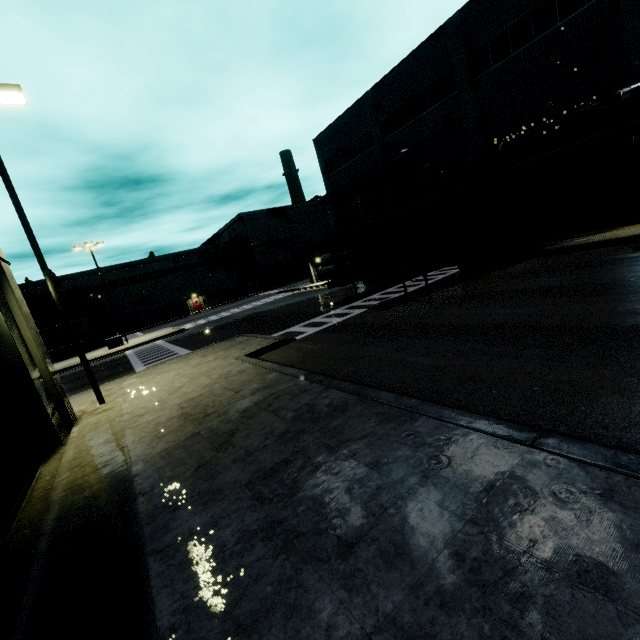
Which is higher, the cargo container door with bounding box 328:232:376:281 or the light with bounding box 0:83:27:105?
the light with bounding box 0:83:27:105

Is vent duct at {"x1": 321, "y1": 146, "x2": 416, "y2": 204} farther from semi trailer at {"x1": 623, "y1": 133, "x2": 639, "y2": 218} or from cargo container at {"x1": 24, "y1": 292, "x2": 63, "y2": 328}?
cargo container at {"x1": 24, "y1": 292, "x2": 63, "y2": 328}

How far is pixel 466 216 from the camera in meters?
15.5

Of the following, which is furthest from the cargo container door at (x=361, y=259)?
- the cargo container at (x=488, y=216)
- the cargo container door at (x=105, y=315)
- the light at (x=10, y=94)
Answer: the cargo container door at (x=105, y=315)

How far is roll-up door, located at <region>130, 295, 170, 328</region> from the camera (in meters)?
53.16

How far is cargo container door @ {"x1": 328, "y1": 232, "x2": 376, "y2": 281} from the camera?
14.04m

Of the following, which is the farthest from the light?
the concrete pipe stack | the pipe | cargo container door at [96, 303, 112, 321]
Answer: cargo container door at [96, 303, 112, 321]

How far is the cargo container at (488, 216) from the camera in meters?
14.2
